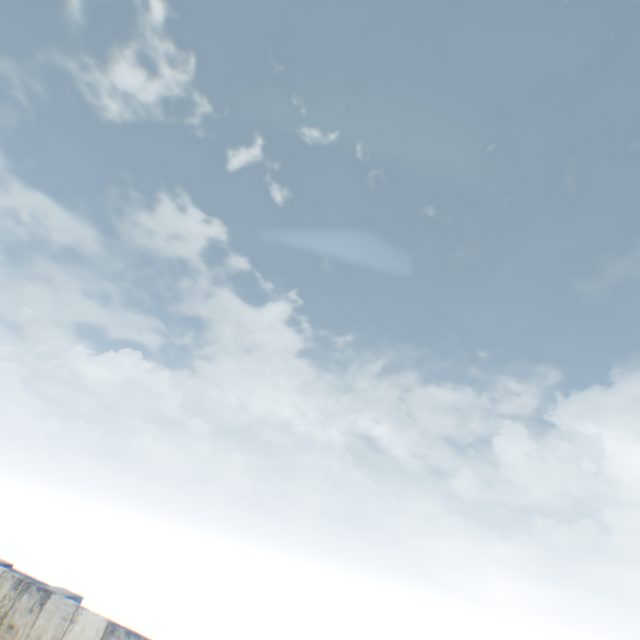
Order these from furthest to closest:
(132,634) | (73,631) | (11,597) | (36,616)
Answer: (11,597), (36,616), (73,631), (132,634)
